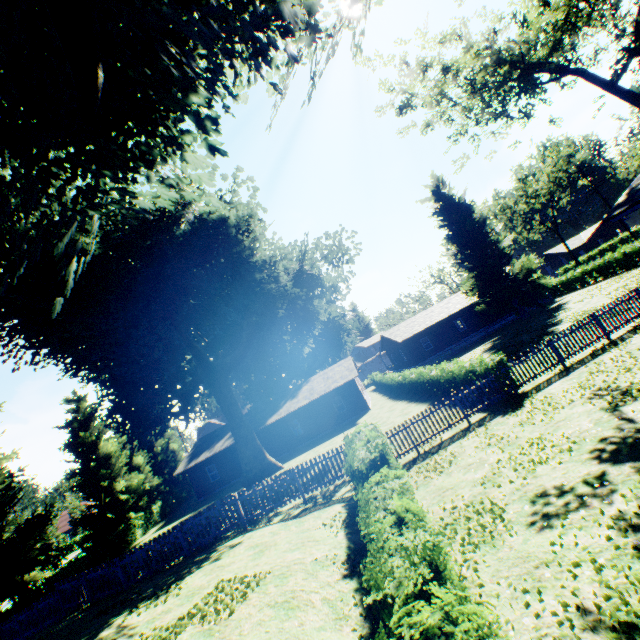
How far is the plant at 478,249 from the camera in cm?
3528

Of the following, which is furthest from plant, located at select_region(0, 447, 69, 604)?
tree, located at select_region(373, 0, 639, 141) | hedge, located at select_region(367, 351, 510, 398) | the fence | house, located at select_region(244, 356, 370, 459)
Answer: house, located at select_region(244, 356, 370, 459)

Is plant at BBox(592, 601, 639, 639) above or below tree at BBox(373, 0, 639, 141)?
below

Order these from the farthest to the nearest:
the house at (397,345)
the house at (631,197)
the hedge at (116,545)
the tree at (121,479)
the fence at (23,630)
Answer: the house at (397,345)
the tree at (121,479)
the hedge at (116,545)
the fence at (23,630)
the house at (631,197)

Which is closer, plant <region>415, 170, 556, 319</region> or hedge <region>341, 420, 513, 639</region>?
hedge <region>341, 420, 513, 639</region>

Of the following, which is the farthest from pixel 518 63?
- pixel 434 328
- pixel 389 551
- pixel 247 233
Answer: pixel 434 328

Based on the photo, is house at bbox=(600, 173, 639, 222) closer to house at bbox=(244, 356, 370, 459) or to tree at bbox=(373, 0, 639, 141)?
tree at bbox=(373, 0, 639, 141)

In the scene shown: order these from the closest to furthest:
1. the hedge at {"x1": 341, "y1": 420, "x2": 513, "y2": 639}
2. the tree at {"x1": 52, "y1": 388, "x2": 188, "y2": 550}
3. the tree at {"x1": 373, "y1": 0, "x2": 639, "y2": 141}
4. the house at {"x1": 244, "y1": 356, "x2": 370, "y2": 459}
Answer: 1. the hedge at {"x1": 341, "y1": 420, "x2": 513, "y2": 639}
2. the tree at {"x1": 373, "y1": 0, "x2": 639, "y2": 141}
3. the tree at {"x1": 52, "y1": 388, "x2": 188, "y2": 550}
4. the house at {"x1": 244, "y1": 356, "x2": 370, "y2": 459}
